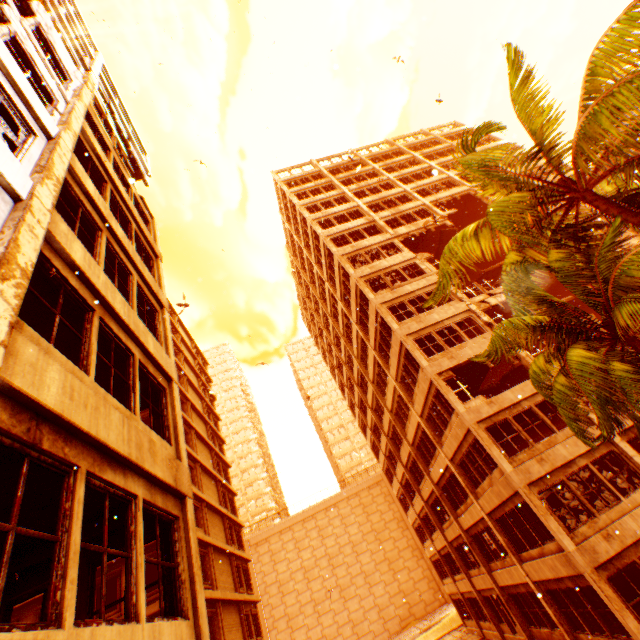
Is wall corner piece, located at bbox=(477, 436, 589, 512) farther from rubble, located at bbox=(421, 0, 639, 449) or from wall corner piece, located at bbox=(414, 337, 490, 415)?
rubble, located at bbox=(421, 0, 639, 449)

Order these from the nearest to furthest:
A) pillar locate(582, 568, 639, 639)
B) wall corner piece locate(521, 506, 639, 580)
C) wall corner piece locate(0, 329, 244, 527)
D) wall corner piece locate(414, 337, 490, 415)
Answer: wall corner piece locate(0, 329, 244, 527) < pillar locate(582, 568, 639, 639) < wall corner piece locate(521, 506, 639, 580) < wall corner piece locate(414, 337, 490, 415)

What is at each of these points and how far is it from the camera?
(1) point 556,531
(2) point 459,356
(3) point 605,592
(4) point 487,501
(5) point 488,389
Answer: (1) pillar, 12.20m
(2) wall corner piece, 17.75m
(3) pillar, 10.96m
(4) wall corner piece, 16.28m
(5) floor rubble, 23.69m

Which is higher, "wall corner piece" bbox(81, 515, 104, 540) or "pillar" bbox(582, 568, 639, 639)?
"wall corner piece" bbox(81, 515, 104, 540)

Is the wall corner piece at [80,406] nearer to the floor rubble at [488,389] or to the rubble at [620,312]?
the rubble at [620,312]

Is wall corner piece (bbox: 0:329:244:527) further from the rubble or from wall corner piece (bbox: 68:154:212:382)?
wall corner piece (bbox: 68:154:212:382)

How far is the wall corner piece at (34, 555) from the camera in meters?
5.8 m

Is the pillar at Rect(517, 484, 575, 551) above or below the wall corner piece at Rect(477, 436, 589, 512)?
below
